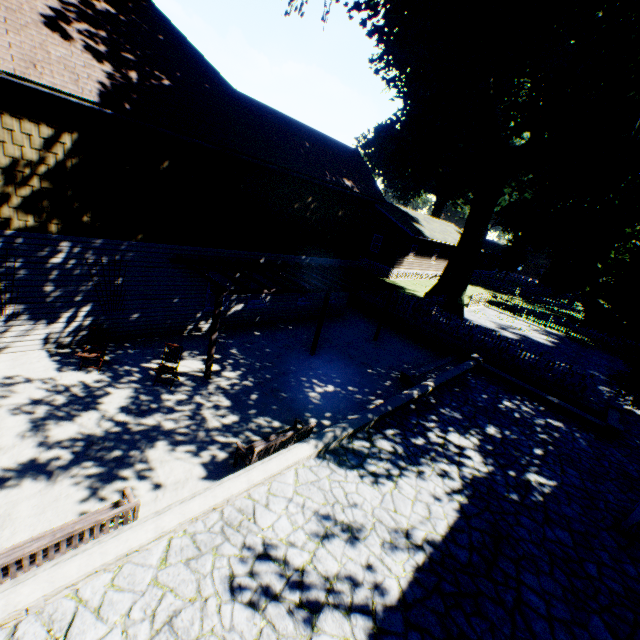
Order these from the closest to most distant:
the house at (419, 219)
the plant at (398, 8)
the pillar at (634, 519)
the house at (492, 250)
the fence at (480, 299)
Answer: the pillar at (634, 519), the plant at (398, 8), the fence at (480, 299), the house at (419, 219), the house at (492, 250)

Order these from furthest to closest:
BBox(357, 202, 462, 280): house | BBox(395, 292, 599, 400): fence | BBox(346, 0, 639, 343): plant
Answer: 1. BBox(357, 202, 462, 280): house
2. BBox(395, 292, 599, 400): fence
3. BBox(346, 0, 639, 343): plant

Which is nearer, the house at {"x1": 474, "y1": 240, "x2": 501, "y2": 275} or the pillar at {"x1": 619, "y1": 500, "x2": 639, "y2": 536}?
the pillar at {"x1": 619, "y1": 500, "x2": 639, "y2": 536}

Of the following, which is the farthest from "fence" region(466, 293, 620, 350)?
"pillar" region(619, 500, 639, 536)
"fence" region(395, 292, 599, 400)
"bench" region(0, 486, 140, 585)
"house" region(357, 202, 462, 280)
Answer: "bench" region(0, 486, 140, 585)

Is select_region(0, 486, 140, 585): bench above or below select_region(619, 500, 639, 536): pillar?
below

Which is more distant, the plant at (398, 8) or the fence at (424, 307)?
the fence at (424, 307)

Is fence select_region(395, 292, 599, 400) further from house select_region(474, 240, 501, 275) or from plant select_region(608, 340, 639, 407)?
house select_region(474, 240, 501, 275)

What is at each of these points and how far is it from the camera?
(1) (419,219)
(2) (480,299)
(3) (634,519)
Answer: (1) house, 34.9 meters
(2) fence, 28.0 meters
(3) pillar, 7.1 meters
